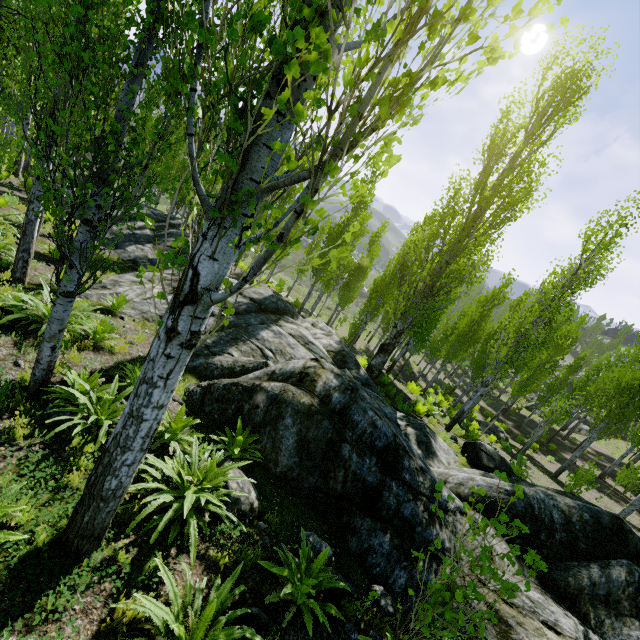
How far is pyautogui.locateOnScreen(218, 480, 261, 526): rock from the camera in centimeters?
464cm

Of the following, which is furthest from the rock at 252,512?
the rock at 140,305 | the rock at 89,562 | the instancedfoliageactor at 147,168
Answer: the rock at 89,562

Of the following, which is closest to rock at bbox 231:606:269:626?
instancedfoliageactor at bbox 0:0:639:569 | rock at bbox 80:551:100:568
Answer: instancedfoliageactor at bbox 0:0:639:569

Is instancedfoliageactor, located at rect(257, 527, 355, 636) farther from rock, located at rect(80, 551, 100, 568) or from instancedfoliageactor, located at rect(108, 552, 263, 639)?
rock, located at rect(80, 551, 100, 568)

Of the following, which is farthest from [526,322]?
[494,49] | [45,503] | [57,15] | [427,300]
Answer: [57,15]

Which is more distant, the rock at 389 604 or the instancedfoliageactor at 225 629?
the rock at 389 604

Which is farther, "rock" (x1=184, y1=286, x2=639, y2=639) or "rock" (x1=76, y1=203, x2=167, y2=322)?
"rock" (x1=76, y1=203, x2=167, y2=322)

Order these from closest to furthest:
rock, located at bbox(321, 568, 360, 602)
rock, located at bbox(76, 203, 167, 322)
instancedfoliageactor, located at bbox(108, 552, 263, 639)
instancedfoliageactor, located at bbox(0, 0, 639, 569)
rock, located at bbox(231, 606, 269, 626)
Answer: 1. instancedfoliageactor, located at bbox(0, 0, 639, 569)
2. instancedfoliageactor, located at bbox(108, 552, 263, 639)
3. rock, located at bbox(231, 606, 269, 626)
4. rock, located at bbox(321, 568, 360, 602)
5. rock, located at bbox(76, 203, 167, 322)
